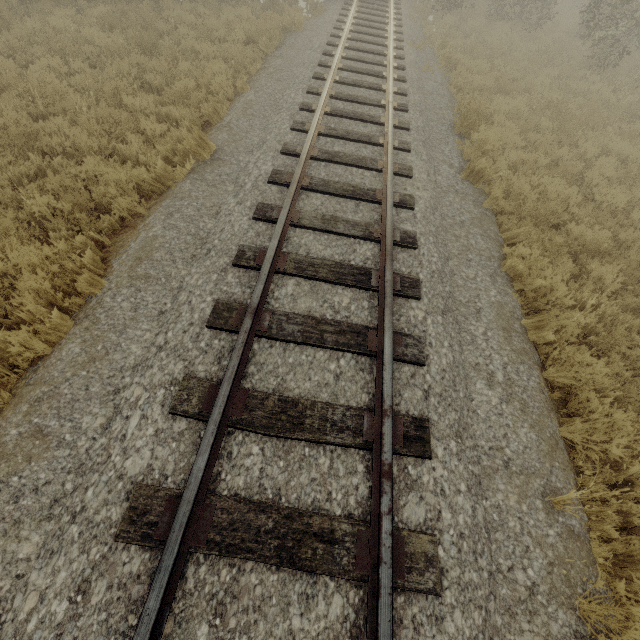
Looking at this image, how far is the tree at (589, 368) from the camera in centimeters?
397cm

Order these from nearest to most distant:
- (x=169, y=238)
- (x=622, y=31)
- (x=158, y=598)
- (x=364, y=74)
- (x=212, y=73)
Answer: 1. (x=158, y=598)
2. (x=169, y=238)
3. (x=212, y=73)
4. (x=364, y=74)
5. (x=622, y=31)

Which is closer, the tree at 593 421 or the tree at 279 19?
the tree at 593 421

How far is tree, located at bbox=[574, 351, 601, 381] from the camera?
4.0 meters

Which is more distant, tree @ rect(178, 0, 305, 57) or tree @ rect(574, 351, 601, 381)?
tree @ rect(178, 0, 305, 57)
